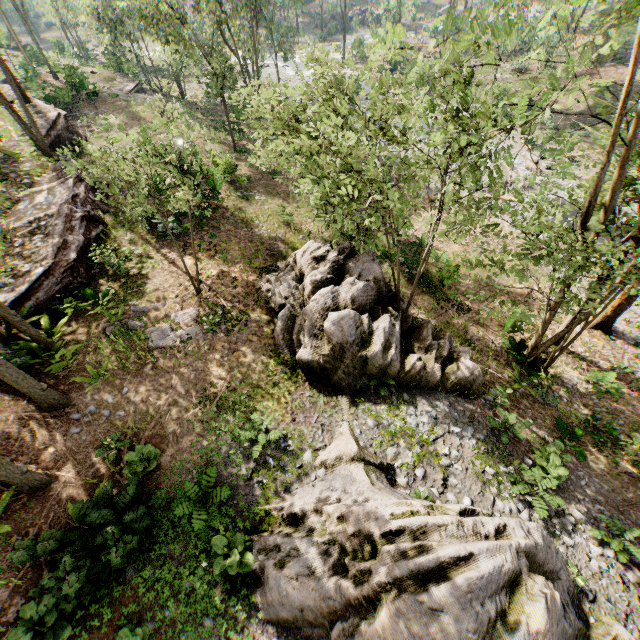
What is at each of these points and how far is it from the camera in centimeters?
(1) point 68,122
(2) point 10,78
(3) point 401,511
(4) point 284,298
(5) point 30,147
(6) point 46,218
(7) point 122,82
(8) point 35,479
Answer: (1) ground embankment, 2400cm
(2) foliage, 1616cm
(3) rock, 672cm
(4) rock, 1329cm
(5) ground embankment, 1969cm
(6) ground embankment, 1512cm
(7) ground embankment, 3597cm
(8) foliage, 837cm

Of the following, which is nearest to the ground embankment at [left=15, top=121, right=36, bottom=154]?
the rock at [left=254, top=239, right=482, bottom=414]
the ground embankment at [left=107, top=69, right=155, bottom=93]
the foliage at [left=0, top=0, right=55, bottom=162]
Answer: the foliage at [left=0, top=0, right=55, bottom=162]

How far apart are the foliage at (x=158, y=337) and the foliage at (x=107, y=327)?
0.1 meters

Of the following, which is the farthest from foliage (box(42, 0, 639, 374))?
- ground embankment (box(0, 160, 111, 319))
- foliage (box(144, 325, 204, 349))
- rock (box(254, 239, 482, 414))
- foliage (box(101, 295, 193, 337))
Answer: foliage (box(144, 325, 204, 349))

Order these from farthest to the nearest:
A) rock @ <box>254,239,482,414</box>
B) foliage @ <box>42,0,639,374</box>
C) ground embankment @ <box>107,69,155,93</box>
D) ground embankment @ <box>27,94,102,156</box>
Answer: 1. ground embankment @ <box>107,69,155,93</box>
2. ground embankment @ <box>27,94,102,156</box>
3. rock @ <box>254,239,482,414</box>
4. foliage @ <box>42,0,639,374</box>

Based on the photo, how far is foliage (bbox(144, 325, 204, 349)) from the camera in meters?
12.0 m

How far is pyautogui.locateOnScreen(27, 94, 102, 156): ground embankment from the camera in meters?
21.5

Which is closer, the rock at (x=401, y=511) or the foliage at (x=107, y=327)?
the rock at (x=401, y=511)
